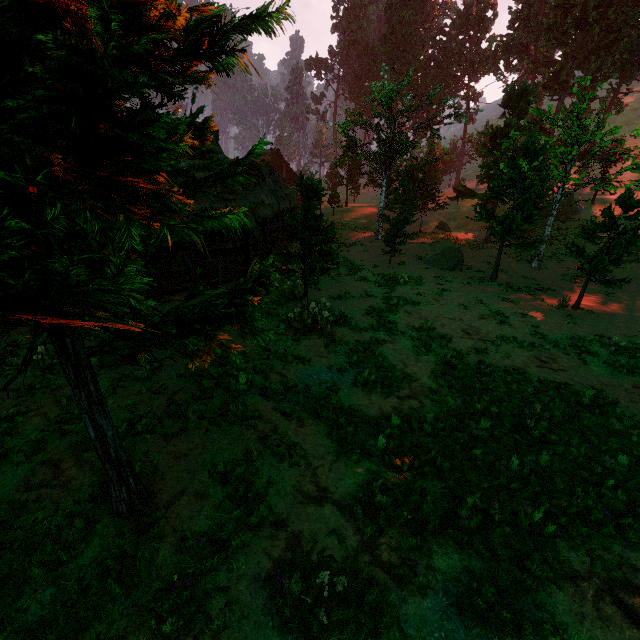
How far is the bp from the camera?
16.0 meters

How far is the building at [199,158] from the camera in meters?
16.4

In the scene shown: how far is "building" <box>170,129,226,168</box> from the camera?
16.4 meters

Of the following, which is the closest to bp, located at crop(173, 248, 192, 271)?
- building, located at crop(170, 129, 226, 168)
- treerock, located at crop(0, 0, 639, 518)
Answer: building, located at crop(170, 129, 226, 168)

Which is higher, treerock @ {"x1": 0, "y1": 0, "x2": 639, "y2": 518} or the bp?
treerock @ {"x1": 0, "y1": 0, "x2": 639, "y2": 518}

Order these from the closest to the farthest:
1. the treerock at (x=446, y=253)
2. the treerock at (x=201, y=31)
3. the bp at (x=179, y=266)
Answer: the treerock at (x=201, y=31)
the bp at (x=179, y=266)
the treerock at (x=446, y=253)

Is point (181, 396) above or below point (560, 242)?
below
